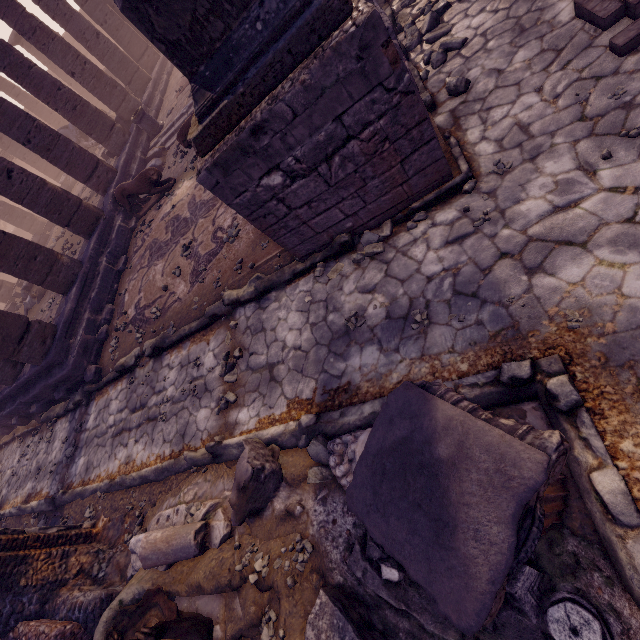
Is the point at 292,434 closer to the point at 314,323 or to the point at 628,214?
the point at 314,323

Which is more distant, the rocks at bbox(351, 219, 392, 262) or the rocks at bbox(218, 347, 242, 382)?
the rocks at bbox(218, 347, 242, 382)

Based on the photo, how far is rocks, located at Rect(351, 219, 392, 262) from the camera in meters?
4.3

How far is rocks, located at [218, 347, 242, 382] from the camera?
5.1 meters

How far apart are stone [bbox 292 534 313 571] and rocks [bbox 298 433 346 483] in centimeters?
54cm

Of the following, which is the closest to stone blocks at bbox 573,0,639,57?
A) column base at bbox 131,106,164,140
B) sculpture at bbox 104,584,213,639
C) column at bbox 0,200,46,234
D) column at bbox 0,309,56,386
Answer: sculpture at bbox 104,584,213,639

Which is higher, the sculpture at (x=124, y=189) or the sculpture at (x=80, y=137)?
the sculpture at (x=80, y=137)

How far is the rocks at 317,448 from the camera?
3.37m
